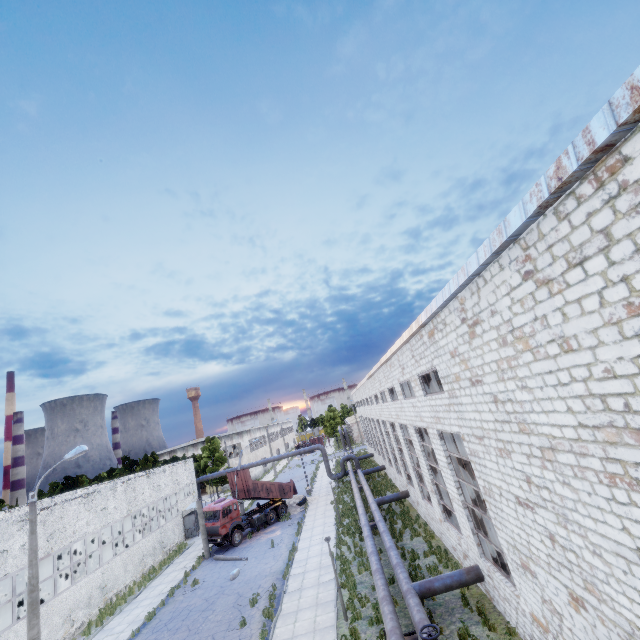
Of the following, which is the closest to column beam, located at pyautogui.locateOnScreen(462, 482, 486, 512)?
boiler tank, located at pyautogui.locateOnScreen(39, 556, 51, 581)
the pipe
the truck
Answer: the pipe

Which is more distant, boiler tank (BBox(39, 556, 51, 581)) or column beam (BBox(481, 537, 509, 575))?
boiler tank (BBox(39, 556, 51, 581))

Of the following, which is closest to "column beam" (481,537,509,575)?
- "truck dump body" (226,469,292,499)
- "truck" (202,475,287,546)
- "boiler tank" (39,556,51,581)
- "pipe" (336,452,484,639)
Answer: "pipe" (336,452,484,639)

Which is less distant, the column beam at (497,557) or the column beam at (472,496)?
the column beam at (497,557)

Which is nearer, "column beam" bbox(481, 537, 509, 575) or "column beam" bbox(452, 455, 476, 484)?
"column beam" bbox(481, 537, 509, 575)

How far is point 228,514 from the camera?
28.0m

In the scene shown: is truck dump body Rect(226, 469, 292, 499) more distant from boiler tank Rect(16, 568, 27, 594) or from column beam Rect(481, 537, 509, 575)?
column beam Rect(481, 537, 509, 575)

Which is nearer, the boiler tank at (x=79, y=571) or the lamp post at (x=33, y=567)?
the lamp post at (x=33, y=567)
